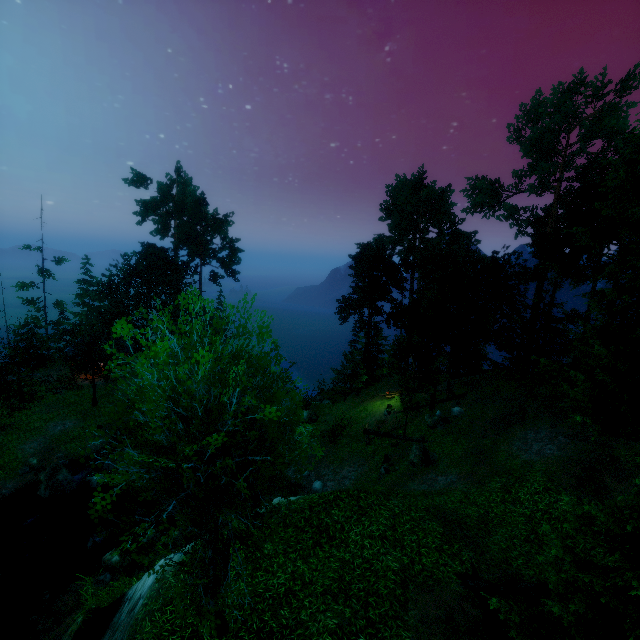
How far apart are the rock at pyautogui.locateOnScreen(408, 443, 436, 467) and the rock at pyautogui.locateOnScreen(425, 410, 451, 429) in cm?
330

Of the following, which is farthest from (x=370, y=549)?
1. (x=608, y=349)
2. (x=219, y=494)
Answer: (x=608, y=349)

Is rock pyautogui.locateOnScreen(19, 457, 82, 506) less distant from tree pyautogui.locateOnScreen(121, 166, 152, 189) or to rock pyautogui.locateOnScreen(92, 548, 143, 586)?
tree pyautogui.locateOnScreen(121, 166, 152, 189)

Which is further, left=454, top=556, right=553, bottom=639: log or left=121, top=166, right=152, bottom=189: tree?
left=121, top=166, right=152, bottom=189: tree

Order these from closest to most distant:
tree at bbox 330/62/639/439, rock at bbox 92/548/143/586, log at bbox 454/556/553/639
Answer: log at bbox 454/556/553/639 → rock at bbox 92/548/143/586 → tree at bbox 330/62/639/439

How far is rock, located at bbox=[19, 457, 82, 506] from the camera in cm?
2136

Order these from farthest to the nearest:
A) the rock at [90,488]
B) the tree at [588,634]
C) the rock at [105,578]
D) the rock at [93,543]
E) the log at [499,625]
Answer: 1. the rock at [90,488]
2. the rock at [93,543]
3. the rock at [105,578]
4. the log at [499,625]
5. the tree at [588,634]

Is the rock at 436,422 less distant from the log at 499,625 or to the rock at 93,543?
the log at 499,625
